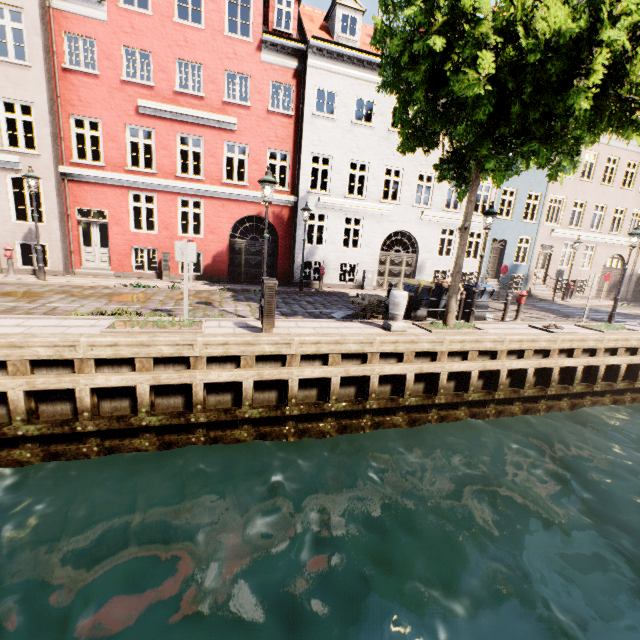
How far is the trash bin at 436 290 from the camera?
10.50m

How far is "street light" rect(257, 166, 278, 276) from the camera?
7.86m

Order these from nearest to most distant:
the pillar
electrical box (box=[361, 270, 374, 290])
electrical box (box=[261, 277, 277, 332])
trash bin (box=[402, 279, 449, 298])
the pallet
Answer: electrical box (box=[261, 277, 277, 332]) < the pillar < the pallet < trash bin (box=[402, 279, 449, 298]) < electrical box (box=[361, 270, 374, 290])

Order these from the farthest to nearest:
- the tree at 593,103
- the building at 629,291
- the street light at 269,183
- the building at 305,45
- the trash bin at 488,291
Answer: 1. the building at 629,291
2. the building at 305,45
3. the trash bin at 488,291
4. the street light at 269,183
5. the tree at 593,103

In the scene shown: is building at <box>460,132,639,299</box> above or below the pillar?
above

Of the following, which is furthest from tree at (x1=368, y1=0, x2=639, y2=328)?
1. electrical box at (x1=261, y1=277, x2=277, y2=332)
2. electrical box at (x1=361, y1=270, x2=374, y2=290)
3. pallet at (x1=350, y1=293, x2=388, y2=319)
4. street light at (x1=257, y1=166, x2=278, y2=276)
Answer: electrical box at (x1=361, y1=270, x2=374, y2=290)

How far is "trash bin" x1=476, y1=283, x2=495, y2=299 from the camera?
11.2m

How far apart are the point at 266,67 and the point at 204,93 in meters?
3.1
